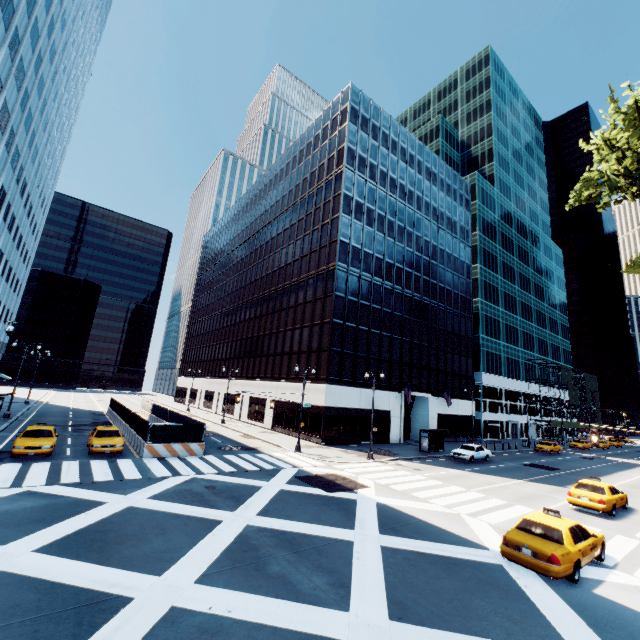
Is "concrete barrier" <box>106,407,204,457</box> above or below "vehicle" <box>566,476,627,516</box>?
below

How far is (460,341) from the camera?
50.1 meters

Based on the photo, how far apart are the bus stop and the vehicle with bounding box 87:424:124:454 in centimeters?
2667cm

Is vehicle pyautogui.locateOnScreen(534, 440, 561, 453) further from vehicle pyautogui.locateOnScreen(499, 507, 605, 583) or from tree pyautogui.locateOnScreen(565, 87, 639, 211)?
vehicle pyautogui.locateOnScreen(499, 507, 605, 583)

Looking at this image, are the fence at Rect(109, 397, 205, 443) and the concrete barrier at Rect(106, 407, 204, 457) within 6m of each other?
yes

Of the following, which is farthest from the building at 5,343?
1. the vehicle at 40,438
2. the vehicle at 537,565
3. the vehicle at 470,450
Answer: the vehicle at 470,450

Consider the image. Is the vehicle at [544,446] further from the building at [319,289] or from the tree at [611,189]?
the tree at [611,189]

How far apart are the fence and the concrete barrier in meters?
0.0
